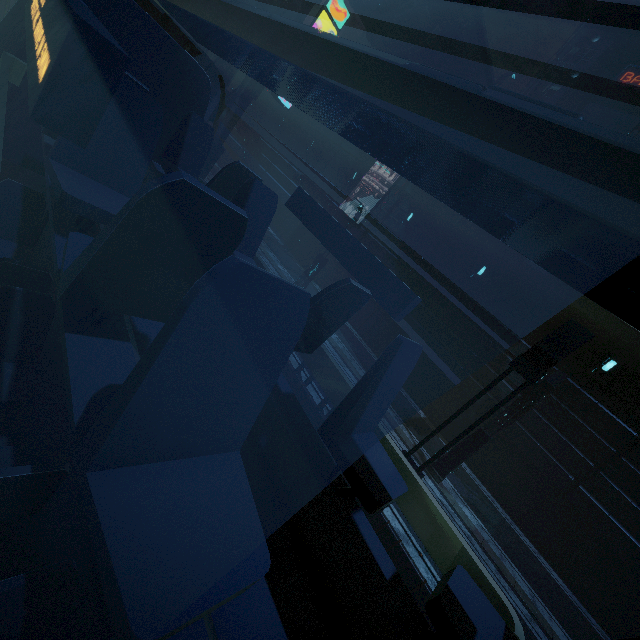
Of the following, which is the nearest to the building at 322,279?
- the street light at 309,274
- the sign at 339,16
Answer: the sign at 339,16

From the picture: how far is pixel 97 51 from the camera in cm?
Result: 74

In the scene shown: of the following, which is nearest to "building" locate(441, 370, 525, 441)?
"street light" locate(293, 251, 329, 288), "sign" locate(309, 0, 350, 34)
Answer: "sign" locate(309, 0, 350, 34)

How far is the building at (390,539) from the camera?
5.86m

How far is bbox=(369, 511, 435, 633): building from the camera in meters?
5.9 m

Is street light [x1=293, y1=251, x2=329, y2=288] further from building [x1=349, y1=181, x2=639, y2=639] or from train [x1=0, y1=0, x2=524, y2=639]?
train [x1=0, y1=0, x2=524, y2=639]
